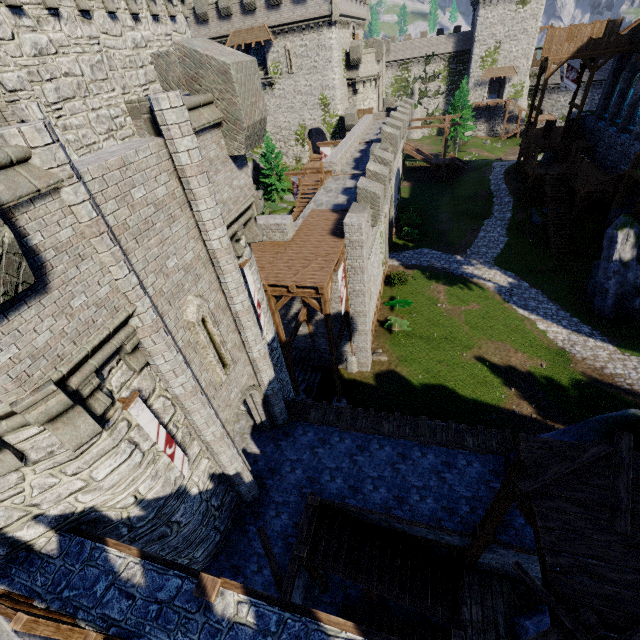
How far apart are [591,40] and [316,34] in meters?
26.7

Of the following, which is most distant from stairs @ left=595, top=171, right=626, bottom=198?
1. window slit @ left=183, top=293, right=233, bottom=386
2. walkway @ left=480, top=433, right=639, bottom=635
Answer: window slit @ left=183, top=293, right=233, bottom=386

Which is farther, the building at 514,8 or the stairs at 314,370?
the building at 514,8

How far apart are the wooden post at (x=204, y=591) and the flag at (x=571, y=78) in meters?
46.1

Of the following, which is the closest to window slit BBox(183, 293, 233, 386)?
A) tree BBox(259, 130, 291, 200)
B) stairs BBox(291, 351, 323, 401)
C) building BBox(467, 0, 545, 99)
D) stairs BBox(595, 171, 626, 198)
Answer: stairs BBox(291, 351, 323, 401)

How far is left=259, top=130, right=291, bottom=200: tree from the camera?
36.8m

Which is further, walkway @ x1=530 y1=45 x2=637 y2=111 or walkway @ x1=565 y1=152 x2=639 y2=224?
walkway @ x1=530 y1=45 x2=637 y2=111

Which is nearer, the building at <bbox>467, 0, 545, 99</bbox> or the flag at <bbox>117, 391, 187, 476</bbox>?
the flag at <bbox>117, 391, 187, 476</bbox>
